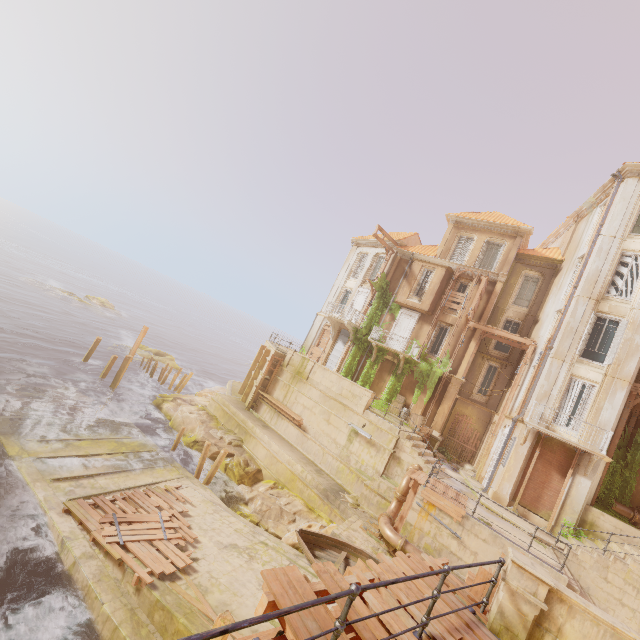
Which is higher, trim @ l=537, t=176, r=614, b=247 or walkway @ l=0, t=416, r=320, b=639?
trim @ l=537, t=176, r=614, b=247

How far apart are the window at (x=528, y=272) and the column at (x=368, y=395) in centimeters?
1275cm

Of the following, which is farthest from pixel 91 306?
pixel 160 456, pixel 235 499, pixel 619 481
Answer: pixel 619 481

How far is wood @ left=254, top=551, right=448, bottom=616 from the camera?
3.74m

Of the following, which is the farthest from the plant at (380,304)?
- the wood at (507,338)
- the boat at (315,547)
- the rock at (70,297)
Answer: the rock at (70,297)

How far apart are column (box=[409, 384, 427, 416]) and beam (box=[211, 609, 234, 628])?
17.69m

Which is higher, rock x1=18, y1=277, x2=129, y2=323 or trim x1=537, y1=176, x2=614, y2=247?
trim x1=537, y1=176, x2=614, y2=247

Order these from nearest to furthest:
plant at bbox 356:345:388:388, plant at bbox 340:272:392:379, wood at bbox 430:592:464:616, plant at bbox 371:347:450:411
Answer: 1. wood at bbox 430:592:464:616
2. plant at bbox 371:347:450:411
3. plant at bbox 356:345:388:388
4. plant at bbox 340:272:392:379
